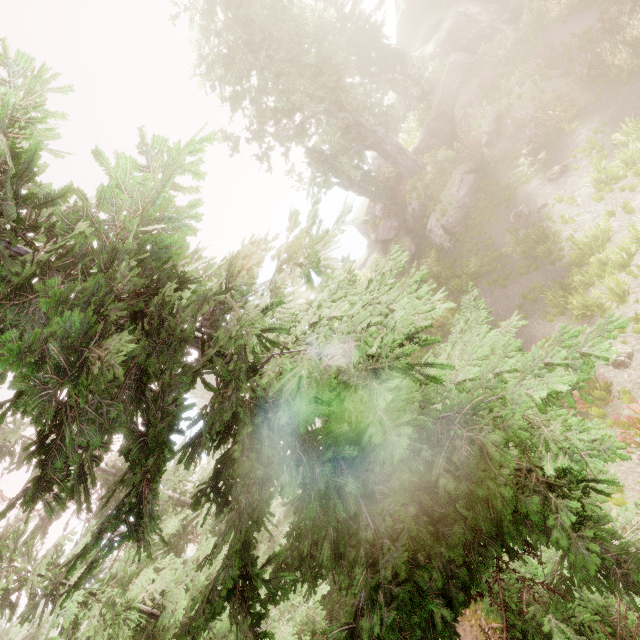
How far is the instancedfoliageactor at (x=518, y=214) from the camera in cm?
1461

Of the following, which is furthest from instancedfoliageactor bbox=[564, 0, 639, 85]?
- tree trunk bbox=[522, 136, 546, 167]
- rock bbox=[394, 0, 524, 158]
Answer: tree trunk bbox=[522, 136, 546, 167]

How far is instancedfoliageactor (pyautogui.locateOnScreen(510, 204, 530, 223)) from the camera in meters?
14.6

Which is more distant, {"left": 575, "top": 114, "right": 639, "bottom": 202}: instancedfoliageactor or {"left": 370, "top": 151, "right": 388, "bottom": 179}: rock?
{"left": 370, "top": 151, "right": 388, "bottom": 179}: rock

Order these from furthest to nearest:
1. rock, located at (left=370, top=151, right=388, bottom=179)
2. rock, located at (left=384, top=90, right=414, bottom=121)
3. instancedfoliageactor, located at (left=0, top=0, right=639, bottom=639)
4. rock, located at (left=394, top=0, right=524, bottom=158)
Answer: rock, located at (left=370, top=151, right=388, bottom=179), rock, located at (left=384, top=90, right=414, bottom=121), rock, located at (left=394, top=0, right=524, bottom=158), instancedfoliageactor, located at (left=0, top=0, right=639, bottom=639)

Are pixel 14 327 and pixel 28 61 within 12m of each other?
yes

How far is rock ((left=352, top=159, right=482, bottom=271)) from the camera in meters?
19.5 m

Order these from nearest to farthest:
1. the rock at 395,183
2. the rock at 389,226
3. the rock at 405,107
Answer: the rock at 389,226 < the rock at 395,183 < the rock at 405,107
